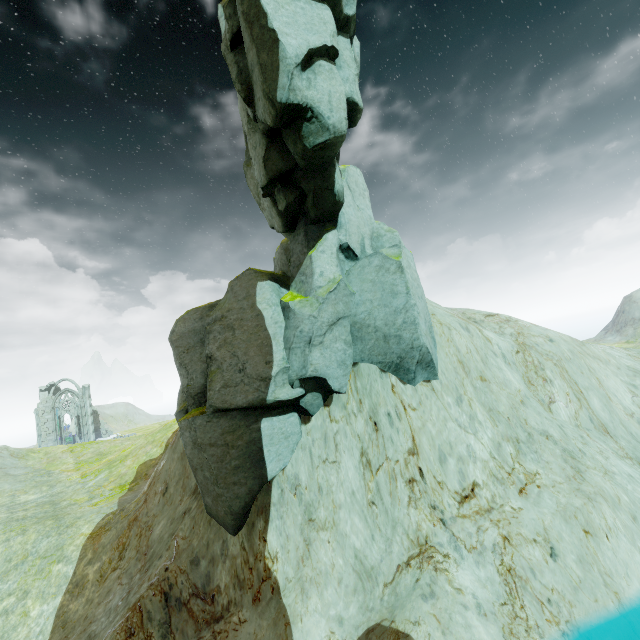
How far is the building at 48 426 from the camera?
49.4m

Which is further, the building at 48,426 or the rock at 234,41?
the building at 48,426

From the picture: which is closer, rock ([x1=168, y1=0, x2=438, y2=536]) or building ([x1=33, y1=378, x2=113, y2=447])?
rock ([x1=168, y1=0, x2=438, y2=536])

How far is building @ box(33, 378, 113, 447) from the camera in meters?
Answer: 49.4

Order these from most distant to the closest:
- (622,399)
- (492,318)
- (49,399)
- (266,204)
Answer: (49,399), (492,318), (266,204), (622,399)
